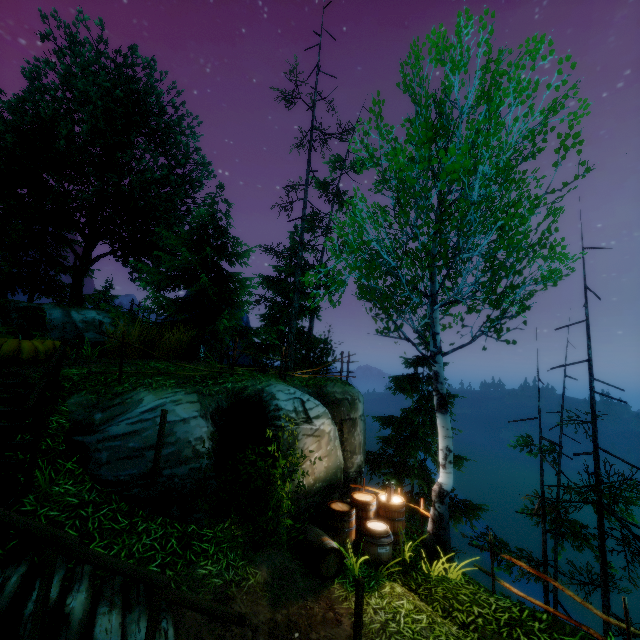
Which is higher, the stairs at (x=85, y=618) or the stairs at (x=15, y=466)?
the stairs at (x=15, y=466)

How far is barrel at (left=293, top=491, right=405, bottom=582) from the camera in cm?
641

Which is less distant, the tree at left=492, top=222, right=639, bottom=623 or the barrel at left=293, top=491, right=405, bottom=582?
the barrel at left=293, top=491, right=405, bottom=582

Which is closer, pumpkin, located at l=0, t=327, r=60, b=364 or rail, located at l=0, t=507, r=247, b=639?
rail, located at l=0, t=507, r=247, b=639

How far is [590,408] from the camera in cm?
836

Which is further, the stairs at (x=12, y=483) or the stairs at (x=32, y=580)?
the stairs at (x=12, y=483)

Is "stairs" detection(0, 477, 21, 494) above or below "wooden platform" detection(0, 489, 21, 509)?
above

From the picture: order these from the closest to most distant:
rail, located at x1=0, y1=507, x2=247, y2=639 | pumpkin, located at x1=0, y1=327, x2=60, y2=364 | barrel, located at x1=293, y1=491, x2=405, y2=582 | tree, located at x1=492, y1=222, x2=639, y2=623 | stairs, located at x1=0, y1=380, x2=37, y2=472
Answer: rail, located at x1=0, y1=507, x2=247, y2=639
stairs, located at x1=0, y1=380, x2=37, y2=472
barrel, located at x1=293, y1=491, x2=405, y2=582
tree, located at x1=492, y1=222, x2=639, y2=623
pumpkin, located at x1=0, y1=327, x2=60, y2=364
